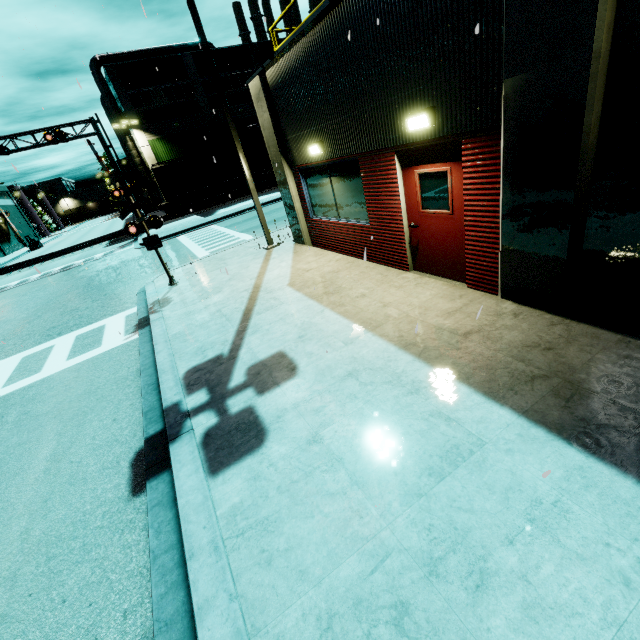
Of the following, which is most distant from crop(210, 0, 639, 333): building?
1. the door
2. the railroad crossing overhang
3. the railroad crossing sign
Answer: the railroad crossing sign

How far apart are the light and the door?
0.30m

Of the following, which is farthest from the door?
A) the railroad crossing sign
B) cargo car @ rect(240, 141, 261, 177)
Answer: the railroad crossing sign

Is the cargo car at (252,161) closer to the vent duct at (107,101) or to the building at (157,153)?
the vent duct at (107,101)

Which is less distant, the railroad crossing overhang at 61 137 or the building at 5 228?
the railroad crossing overhang at 61 137

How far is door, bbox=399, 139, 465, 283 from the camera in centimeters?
535cm

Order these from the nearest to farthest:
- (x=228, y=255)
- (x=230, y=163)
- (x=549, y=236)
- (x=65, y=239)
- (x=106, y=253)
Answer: (x=549, y=236) < (x=228, y=255) < (x=106, y=253) < (x=230, y=163) < (x=65, y=239)

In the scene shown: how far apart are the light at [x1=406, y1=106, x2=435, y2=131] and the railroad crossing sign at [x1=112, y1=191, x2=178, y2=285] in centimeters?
773cm
